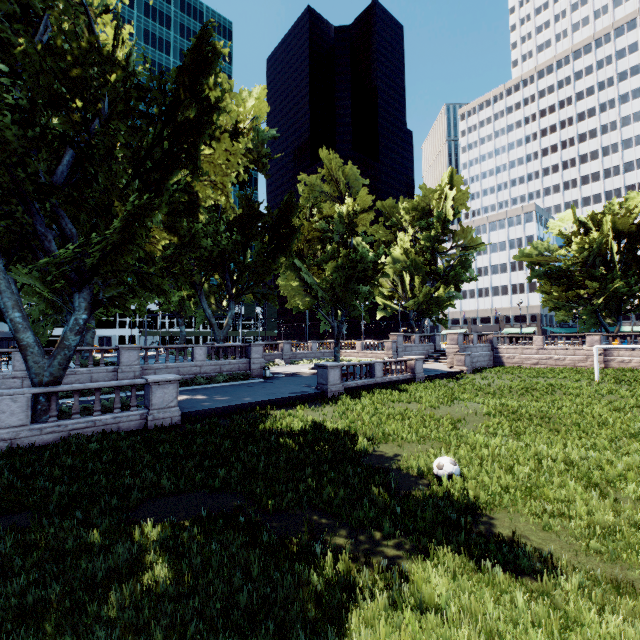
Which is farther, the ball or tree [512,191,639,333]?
tree [512,191,639,333]

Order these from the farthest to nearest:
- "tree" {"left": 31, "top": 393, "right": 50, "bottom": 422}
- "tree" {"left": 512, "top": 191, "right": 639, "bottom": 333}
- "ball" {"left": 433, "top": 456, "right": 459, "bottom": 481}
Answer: "tree" {"left": 512, "top": 191, "right": 639, "bottom": 333}
"tree" {"left": 31, "top": 393, "right": 50, "bottom": 422}
"ball" {"left": 433, "top": 456, "right": 459, "bottom": 481}

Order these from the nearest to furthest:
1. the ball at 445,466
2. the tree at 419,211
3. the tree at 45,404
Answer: the ball at 445,466 → the tree at 419,211 → the tree at 45,404

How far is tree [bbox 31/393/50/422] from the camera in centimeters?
1271cm

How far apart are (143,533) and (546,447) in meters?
12.0 m

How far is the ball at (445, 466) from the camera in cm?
846

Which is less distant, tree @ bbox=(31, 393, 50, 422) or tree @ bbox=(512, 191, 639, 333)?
tree @ bbox=(31, 393, 50, 422)
